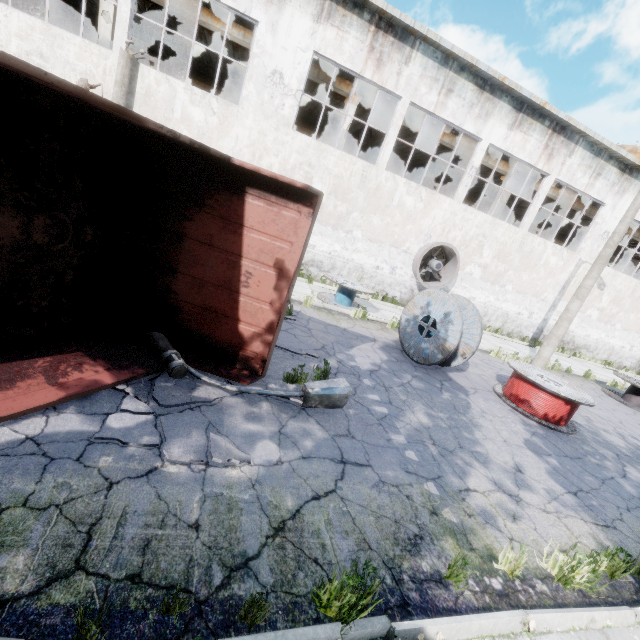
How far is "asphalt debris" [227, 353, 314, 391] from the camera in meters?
5.2

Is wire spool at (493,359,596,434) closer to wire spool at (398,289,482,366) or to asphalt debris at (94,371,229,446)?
wire spool at (398,289,482,366)

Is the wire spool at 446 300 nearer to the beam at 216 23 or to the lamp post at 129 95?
the lamp post at 129 95

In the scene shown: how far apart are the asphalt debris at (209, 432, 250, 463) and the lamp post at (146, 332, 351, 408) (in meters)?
0.01

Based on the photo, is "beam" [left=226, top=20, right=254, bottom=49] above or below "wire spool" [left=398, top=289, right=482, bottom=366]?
above

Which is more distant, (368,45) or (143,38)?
(143,38)

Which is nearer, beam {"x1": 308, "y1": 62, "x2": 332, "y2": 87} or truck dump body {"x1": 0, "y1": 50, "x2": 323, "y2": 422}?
truck dump body {"x1": 0, "y1": 50, "x2": 323, "y2": 422}

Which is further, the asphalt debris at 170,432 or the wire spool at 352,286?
the wire spool at 352,286
